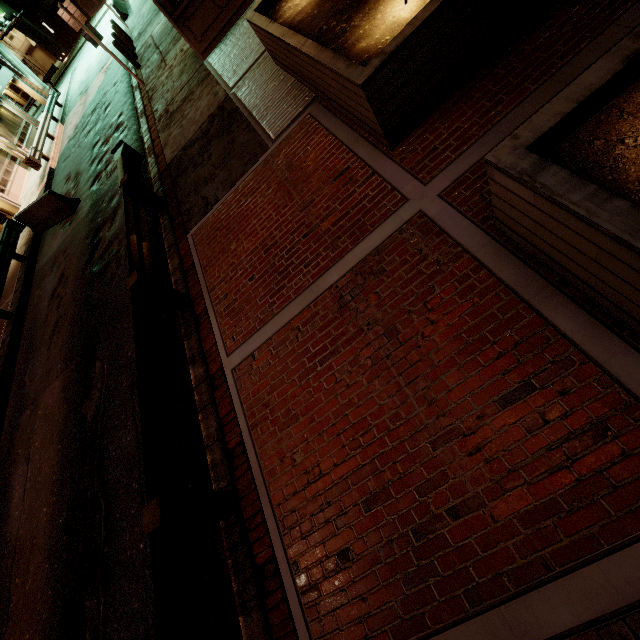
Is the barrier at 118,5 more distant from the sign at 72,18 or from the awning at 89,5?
the sign at 72,18

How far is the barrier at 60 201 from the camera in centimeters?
1245cm

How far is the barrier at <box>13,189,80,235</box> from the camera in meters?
12.4

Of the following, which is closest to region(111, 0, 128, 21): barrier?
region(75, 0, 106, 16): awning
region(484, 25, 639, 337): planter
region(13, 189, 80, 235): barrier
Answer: region(75, 0, 106, 16): awning

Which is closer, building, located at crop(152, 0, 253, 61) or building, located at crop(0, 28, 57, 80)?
building, located at crop(152, 0, 253, 61)

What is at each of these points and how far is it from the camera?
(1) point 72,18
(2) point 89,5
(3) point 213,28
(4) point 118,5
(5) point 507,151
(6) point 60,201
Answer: (1) sign, 11.4m
(2) awning, 8.1m
(3) building, 9.8m
(4) barrier, 24.6m
(5) planter, 2.3m
(6) barrier, 12.4m

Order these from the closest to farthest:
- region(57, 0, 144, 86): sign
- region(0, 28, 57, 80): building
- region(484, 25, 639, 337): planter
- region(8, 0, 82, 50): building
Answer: region(484, 25, 639, 337): planter → region(57, 0, 144, 86): sign → region(8, 0, 82, 50): building → region(0, 28, 57, 80): building

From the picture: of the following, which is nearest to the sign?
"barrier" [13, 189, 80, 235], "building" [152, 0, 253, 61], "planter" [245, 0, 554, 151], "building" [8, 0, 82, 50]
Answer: "building" [152, 0, 253, 61]
